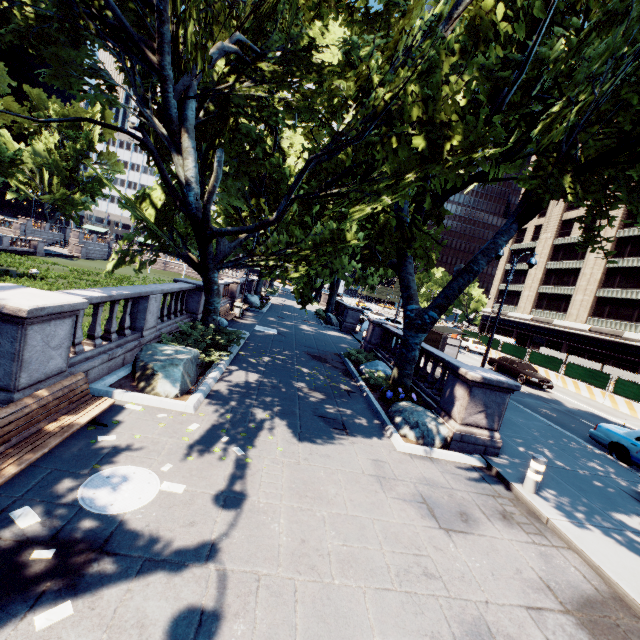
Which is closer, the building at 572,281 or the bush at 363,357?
the bush at 363,357

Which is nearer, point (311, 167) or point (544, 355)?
point (311, 167)

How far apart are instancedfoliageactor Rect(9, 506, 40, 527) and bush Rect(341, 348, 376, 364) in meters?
12.6 m

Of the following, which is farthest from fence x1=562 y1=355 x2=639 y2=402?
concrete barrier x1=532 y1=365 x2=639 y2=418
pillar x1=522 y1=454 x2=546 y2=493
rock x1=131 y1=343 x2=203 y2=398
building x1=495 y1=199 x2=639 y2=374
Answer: rock x1=131 y1=343 x2=203 y2=398

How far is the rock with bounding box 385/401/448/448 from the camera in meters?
8.6

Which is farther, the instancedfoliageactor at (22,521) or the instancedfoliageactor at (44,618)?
the instancedfoliageactor at (22,521)

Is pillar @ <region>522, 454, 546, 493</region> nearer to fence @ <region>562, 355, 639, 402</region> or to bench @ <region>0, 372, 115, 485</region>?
bench @ <region>0, 372, 115, 485</region>

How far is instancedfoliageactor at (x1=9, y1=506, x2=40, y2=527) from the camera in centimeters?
381cm
